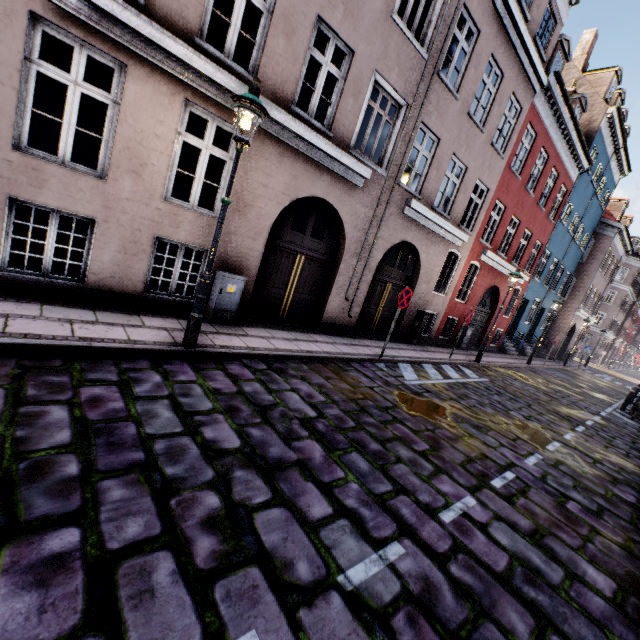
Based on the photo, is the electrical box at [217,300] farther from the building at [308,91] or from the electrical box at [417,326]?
the electrical box at [417,326]

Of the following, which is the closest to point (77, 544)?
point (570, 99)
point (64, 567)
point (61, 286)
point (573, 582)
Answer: point (64, 567)

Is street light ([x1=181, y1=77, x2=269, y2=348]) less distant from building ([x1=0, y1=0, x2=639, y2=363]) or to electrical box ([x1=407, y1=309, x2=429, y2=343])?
building ([x1=0, y1=0, x2=639, y2=363])

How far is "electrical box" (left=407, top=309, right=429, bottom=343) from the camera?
12.1m

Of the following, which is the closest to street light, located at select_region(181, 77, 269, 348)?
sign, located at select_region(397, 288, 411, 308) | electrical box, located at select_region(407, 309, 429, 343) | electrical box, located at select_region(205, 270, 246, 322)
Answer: electrical box, located at select_region(205, 270, 246, 322)

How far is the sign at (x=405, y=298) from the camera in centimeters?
Result: 798cm

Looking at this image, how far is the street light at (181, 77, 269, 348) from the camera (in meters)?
4.28

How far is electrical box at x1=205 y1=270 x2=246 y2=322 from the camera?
6.73m
